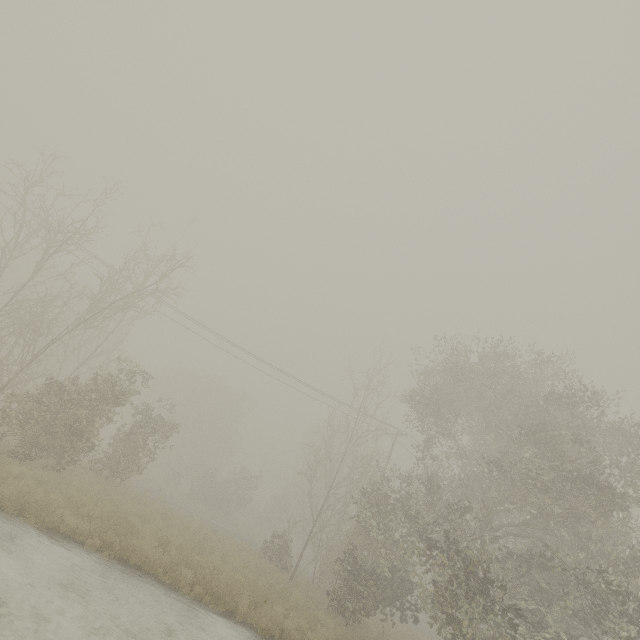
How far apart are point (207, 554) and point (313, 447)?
7.9 meters
